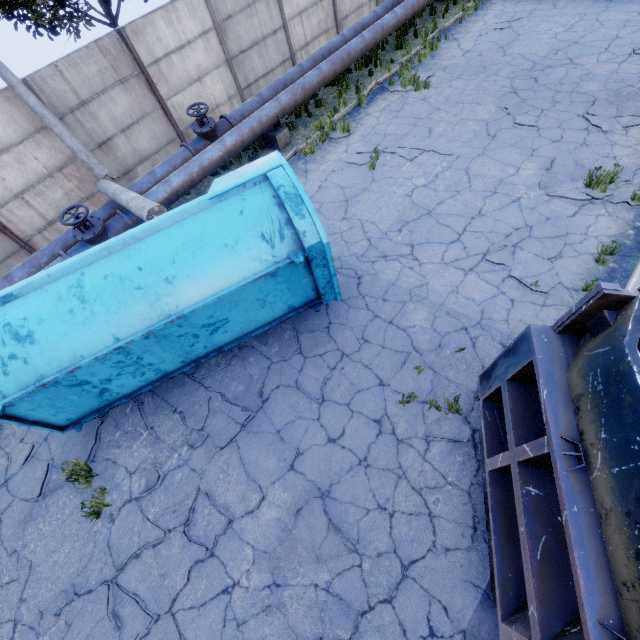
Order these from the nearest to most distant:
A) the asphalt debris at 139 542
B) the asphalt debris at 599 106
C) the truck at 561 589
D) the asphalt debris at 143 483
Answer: the truck at 561 589 < the asphalt debris at 139 542 < the asphalt debris at 143 483 < the asphalt debris at 599 106

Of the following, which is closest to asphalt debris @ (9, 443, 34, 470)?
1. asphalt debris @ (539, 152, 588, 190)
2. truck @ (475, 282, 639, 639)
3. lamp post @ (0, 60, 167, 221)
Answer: truck @ (475, 282, 639, 639)

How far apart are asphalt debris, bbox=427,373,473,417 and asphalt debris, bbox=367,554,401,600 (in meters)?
1.47

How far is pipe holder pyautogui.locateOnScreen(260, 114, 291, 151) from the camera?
10.21m

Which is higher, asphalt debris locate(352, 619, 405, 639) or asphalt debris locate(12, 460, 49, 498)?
asphalt debris locate(12, 460, 49, 498)

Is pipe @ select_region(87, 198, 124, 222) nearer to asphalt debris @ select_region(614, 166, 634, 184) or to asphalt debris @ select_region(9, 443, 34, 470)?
asphalt debris @ select_region(9, 443, 34, 470)

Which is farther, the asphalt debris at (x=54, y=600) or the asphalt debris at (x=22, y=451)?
the asphalt debris at (x=22, y=451)

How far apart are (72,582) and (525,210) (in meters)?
10.65
